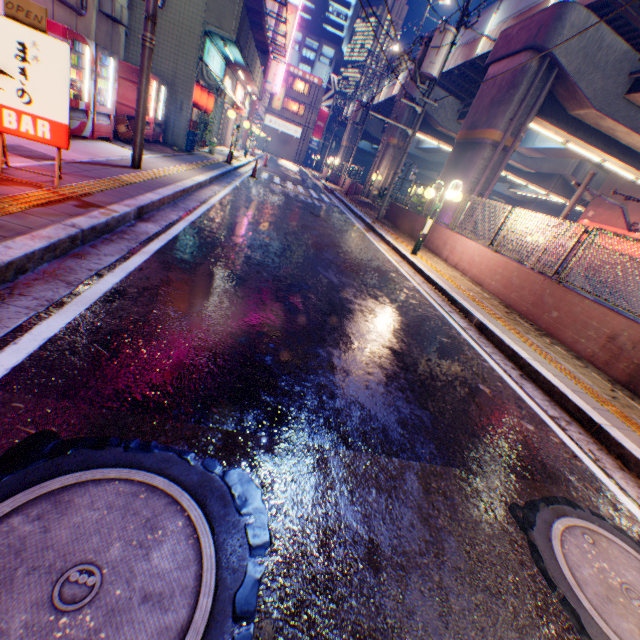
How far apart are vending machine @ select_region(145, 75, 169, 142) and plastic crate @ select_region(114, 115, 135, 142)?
0.4 meters

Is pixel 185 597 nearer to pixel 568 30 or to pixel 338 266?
pixel 338 266

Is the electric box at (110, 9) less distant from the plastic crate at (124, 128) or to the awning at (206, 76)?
the plastic crate at (124, 128)

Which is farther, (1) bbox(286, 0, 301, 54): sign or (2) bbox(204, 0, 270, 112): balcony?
(1) bbox(286, 0, 301, 54): sign

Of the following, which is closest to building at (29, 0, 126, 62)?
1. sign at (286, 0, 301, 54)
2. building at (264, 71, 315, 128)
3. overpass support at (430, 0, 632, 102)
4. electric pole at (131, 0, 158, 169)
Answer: electric pole at (131, 0, 158, 169)

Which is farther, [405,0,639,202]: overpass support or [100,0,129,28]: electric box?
[405,0,639,202]: overpass support

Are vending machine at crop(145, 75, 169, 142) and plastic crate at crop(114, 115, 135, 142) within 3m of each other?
yes

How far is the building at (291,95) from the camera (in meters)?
50.33
